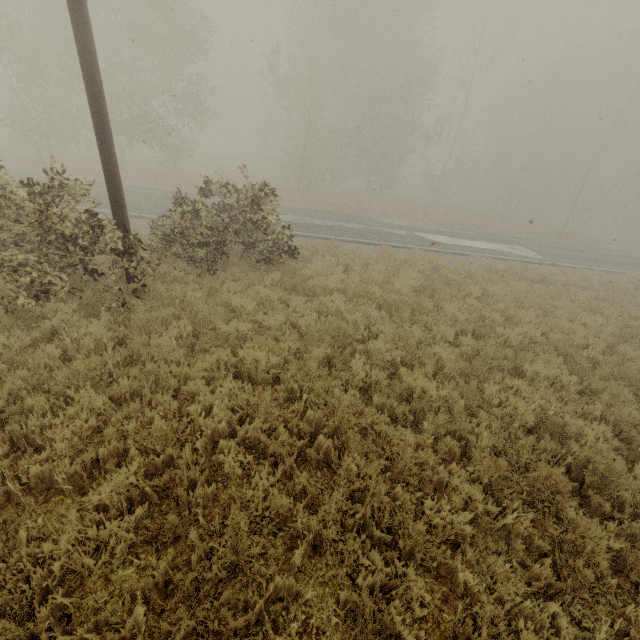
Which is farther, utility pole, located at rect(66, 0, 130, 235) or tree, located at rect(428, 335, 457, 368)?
tree, located at rect(428, 335, 457, 368)

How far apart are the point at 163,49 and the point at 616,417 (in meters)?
27.94

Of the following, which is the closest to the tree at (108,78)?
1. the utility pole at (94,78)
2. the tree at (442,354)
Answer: the tree at (442,354)

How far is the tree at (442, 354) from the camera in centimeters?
635cm

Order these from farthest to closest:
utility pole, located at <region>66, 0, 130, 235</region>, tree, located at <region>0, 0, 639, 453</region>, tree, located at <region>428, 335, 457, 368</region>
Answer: tree, located at <region>428, 335, 457, 368</region>
tree, located at <region>0, 0, 639, 453</region>
utility pole, located at <region>66, 0, 130, 235</region>

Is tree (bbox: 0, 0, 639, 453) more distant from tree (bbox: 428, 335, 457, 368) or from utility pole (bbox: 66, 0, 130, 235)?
utility pole (bbox: 66, 0, 130, 235)

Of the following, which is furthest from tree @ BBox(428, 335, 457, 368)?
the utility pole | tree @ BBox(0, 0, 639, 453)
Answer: tree @ BBox(0, 0, 639, 453)
